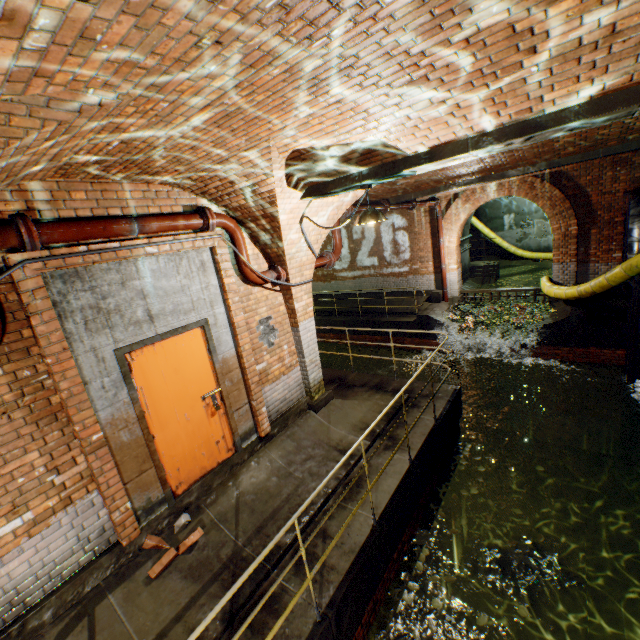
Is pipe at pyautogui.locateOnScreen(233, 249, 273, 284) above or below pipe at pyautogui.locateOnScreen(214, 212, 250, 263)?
below

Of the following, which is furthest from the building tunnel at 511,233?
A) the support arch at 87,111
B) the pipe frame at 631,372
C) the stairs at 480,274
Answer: the support arch at 87,111

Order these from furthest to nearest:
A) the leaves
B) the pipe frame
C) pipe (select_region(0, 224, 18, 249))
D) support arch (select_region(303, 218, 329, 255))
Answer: the pipe frame → support arch (select_region(303, 218, 329, 255)) → the leaves → pipe (select_region(0, 224, 18, 249))

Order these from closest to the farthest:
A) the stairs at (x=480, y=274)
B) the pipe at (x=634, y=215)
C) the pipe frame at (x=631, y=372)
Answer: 1. the pipe frame at (x=631, y=372)
2. the pipe at (x=634, y=215)
3. the stairs at (x=480, y=274)

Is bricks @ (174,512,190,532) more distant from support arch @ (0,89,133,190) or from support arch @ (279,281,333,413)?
support arch @ (279,281,333,413)

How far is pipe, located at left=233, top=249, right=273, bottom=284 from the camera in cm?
500

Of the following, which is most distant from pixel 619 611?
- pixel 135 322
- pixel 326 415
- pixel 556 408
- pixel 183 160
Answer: pixel 183 160
